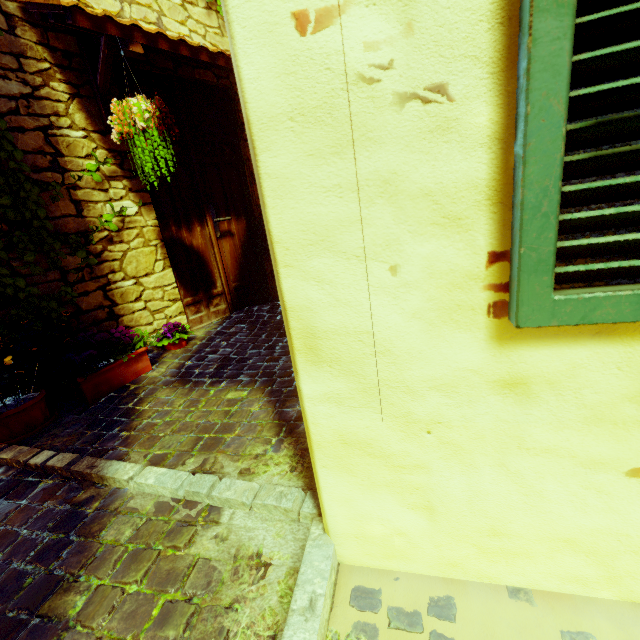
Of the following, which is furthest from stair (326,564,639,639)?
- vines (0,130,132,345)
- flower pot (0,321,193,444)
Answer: flower pot (0,321,193,444)

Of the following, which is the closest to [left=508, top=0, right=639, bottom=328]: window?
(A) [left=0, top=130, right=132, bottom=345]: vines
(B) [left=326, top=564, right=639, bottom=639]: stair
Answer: (B) [left=326, top=564, right=639, bottom=639]: stair

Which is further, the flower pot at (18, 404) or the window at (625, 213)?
the flower pot at (18, 404)

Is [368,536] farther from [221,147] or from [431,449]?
[221,147]

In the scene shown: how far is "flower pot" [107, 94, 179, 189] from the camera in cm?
227

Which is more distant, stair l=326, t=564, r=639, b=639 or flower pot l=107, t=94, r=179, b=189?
flower pot l=107, t=94, r=179, b=189

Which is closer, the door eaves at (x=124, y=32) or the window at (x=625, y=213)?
the window at (x=625, y=213)

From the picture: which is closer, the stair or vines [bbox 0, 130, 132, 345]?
the stair
